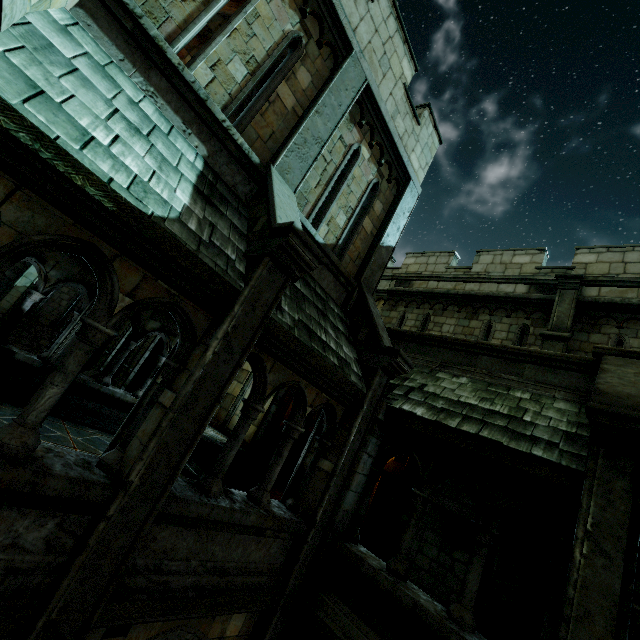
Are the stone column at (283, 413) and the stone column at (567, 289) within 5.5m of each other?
no

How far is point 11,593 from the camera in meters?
2.6

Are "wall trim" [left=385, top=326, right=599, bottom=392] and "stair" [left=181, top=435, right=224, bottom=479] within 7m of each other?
yes

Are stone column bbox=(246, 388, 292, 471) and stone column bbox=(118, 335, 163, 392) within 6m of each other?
yes

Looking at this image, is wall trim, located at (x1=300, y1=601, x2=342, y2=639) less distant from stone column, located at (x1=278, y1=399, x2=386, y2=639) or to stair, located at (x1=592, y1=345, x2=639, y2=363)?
stone column, located at (x1=278, y1=399, x2=386, y2=639)

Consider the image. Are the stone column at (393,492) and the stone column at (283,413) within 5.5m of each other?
yes

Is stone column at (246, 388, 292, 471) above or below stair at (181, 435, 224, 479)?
above

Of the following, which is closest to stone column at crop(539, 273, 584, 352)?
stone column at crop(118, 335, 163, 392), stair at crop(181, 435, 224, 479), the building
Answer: the building
